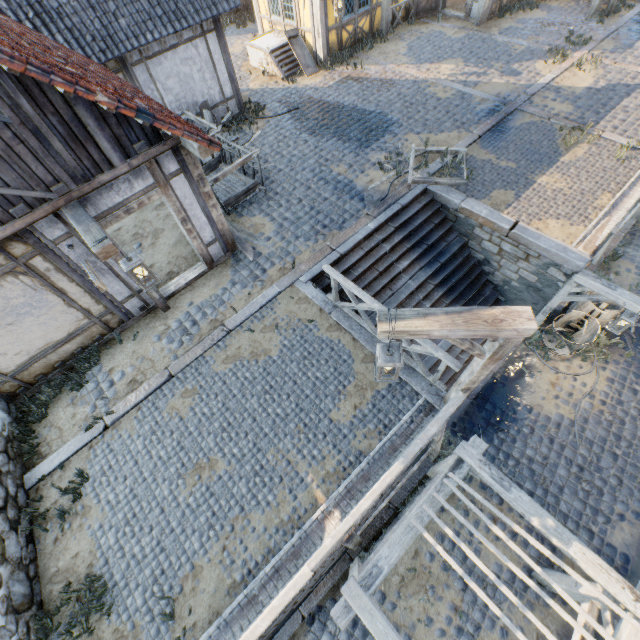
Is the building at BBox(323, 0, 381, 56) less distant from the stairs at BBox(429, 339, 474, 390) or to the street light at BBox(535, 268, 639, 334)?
the stairs at BBox(429, 339, 474, 390)

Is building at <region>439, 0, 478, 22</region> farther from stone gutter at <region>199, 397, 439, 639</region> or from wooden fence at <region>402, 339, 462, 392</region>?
stone gutter at <region>199, 397, 439, 639</region>

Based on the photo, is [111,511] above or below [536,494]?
above

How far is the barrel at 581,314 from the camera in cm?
866

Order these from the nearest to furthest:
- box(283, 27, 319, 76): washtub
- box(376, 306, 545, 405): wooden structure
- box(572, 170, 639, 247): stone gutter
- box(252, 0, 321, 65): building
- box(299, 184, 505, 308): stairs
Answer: box(376, 306, 545, 405): wooden structure → box(572, 170, 639, 247): stone gutter → box(299, 184, 505, 308): stairs → box(252, 0, 321, 65): building → box(283, 27, 319, 76): washtub

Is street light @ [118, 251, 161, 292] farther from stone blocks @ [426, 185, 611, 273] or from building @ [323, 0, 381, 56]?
building @ [323, 0, 381, 56]

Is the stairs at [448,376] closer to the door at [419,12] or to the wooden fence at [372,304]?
the wooden fence at [372,304]

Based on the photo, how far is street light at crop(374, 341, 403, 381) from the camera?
3.6m
